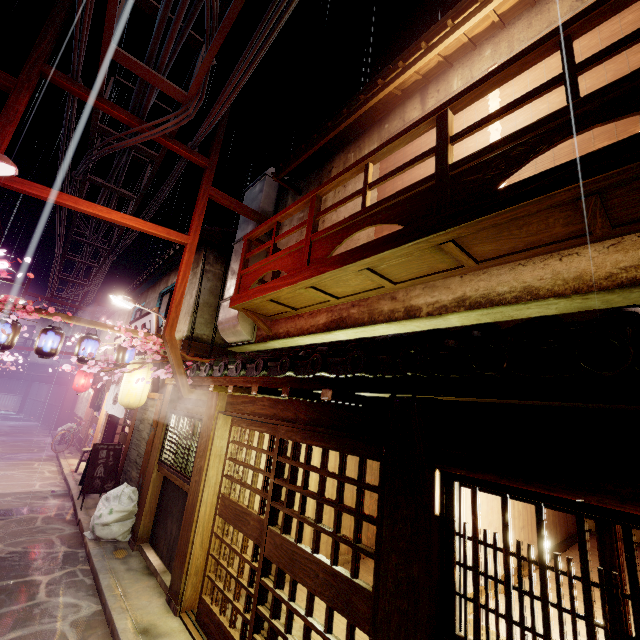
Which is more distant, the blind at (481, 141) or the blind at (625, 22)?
the blind at (481, 141)

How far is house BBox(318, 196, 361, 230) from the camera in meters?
10.5

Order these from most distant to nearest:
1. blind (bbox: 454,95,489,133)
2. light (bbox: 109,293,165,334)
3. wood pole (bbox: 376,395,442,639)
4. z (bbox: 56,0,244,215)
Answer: light (bbox: 109,293,165,334) < z (bbox: 56,0,244,215) < blind (bbox: 454,95,489,133) < wood pole (bbox: 376,395,442,639)

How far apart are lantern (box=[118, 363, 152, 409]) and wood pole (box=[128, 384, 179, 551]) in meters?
0.6 m

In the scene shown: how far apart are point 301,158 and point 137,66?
5.3m

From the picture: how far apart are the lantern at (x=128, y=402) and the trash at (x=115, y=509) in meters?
2.9 m

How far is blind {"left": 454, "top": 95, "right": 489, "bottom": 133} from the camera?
7.67m

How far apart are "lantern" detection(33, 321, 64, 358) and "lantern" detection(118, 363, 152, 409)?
2.9 meters
